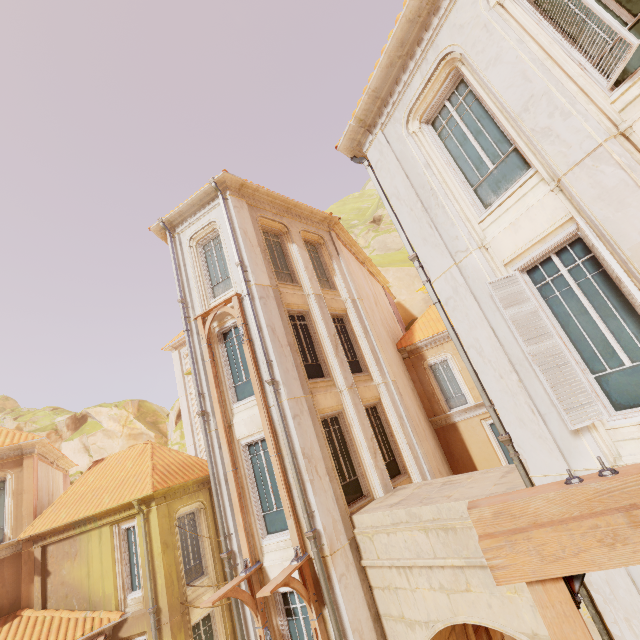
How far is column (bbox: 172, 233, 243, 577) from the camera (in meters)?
8.89

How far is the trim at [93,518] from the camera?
13.0m

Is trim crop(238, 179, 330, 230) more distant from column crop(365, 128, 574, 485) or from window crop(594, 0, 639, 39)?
window crop(594, 0, 639, 39)

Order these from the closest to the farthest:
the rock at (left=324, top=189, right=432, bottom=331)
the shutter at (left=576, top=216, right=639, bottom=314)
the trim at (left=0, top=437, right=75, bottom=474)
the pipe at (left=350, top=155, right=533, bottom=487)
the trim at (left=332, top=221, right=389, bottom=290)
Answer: the shutter at (left=576, top=216, right=639, bottom=314) → the pipe at (left=350, top=155, right=533, bottom=487) → the trim at (left=0, top=437, right=75, bottom=474) → the trim at (left=332, top=221, right=389, bottom=290) → the rock at (left=324, top=189, right=432, bottom=331)

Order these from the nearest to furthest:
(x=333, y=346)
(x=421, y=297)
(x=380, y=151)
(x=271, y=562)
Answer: (x=380, y=151) < (x=271, y=562) < (x=333, y=346) < (x=421, y=297)

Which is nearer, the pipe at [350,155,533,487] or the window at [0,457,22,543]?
the pipe at [350,155,533,487]

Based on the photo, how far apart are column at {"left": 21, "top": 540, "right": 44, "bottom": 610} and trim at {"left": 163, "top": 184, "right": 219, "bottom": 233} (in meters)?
14.18

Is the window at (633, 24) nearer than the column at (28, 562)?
Yes
